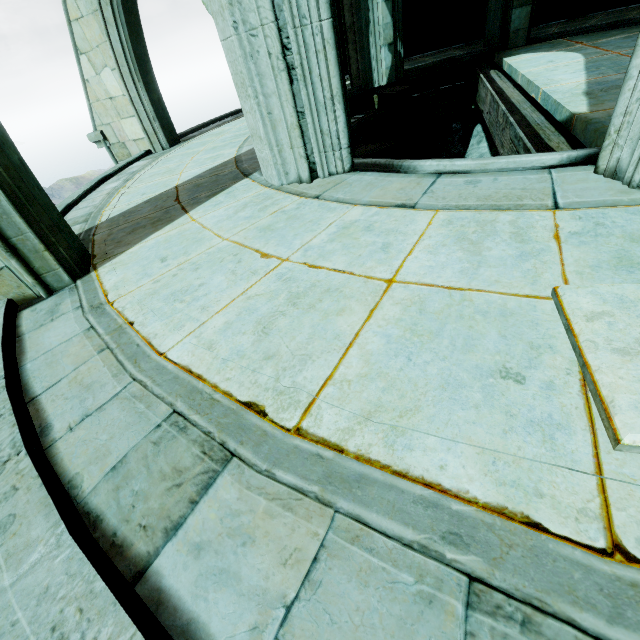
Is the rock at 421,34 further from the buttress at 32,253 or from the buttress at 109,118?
the buttress at 32,253

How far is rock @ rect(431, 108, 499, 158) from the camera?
8.21m

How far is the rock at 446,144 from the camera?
8.2 meters

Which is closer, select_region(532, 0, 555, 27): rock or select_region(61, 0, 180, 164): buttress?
select_region(61, 0, 180, 164): buttress

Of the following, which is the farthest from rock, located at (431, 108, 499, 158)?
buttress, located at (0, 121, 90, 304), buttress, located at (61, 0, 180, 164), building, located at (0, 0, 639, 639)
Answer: buttress, located at (0, 121, 90, 304)

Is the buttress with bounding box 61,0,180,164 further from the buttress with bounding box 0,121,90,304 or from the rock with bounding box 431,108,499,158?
the buttress with bounding box 0,121,90,304

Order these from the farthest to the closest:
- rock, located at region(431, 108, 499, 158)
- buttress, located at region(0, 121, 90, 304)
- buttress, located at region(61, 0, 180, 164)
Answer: rock, located at region(431, 108, 499, 158), buttress, located at region(61, 0, 180, 164), buttress, located at region(0, 121, 90, 304)

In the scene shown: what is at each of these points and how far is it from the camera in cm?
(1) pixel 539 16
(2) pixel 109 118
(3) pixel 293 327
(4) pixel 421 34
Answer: (1) rock, 972
(2) buttress, 734
(3) building, 180
(4) rock, 1080
